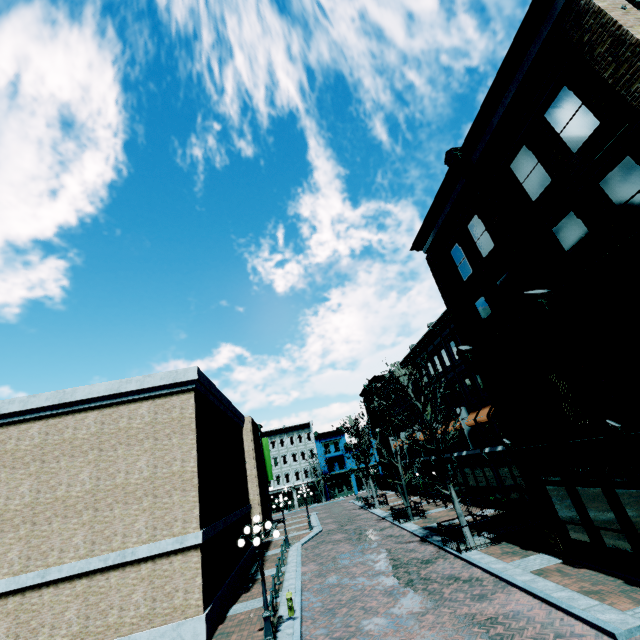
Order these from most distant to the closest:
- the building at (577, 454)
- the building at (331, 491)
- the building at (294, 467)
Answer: the building at (331, 491) → the building at (294, 467) → the building at (577, 454)

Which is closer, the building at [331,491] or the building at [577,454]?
the building at [577,454]

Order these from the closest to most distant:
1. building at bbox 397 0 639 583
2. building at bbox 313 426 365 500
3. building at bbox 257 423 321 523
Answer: building at bbox 397 0 639 583 < building at bbox 257 423 321 523 < building at bbox 313 426 365 500

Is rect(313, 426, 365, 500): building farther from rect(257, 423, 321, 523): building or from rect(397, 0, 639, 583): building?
rect(397, 0, 639, 583): building

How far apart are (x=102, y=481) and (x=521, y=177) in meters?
20.2

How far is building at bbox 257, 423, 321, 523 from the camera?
54.91m
